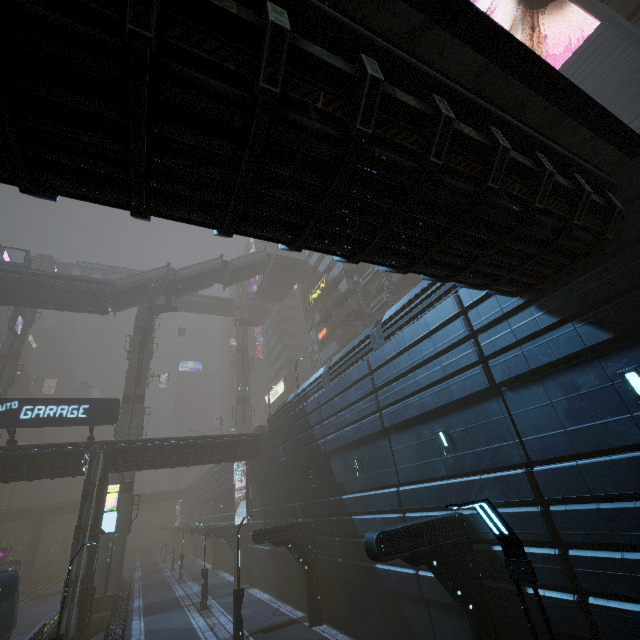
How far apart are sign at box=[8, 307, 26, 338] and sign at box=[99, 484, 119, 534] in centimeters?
3017cm

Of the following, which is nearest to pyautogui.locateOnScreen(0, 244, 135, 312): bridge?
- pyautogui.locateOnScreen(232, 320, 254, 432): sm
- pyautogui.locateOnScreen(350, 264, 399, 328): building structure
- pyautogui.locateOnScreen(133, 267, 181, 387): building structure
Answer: pyautogui.locateOnScreen(133, 267, 181, 387): building structure

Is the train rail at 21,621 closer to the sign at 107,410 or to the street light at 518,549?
the street light at 518,549

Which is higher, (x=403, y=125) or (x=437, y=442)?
(x=403, y=125)

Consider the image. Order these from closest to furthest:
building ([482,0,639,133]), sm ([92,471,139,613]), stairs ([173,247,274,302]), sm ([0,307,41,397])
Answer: building ([482,0,639,133]), sm ([92,471,139,613]), sm ([0,307,41,397]), stairs ([173,247,274,302])

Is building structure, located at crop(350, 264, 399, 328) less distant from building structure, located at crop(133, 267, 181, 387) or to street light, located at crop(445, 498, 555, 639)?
building structure, located at crop(133, 267, 181, 387)

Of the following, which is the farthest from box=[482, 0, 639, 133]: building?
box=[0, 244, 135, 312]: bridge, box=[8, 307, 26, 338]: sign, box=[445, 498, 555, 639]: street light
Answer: box=[8, 307, 26, 338]: sign

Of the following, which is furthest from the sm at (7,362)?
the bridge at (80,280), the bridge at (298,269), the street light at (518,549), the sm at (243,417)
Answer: the street light at (518,549)
